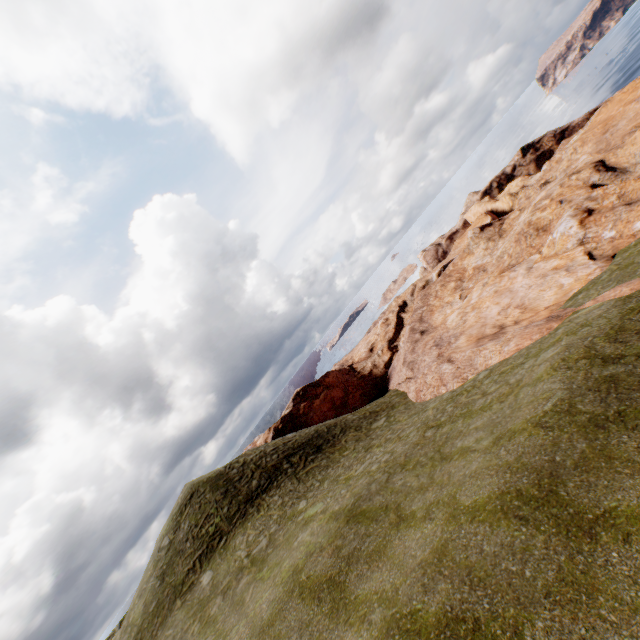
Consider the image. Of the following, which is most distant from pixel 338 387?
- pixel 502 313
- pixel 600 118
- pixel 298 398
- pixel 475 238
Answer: pixel 600 118
